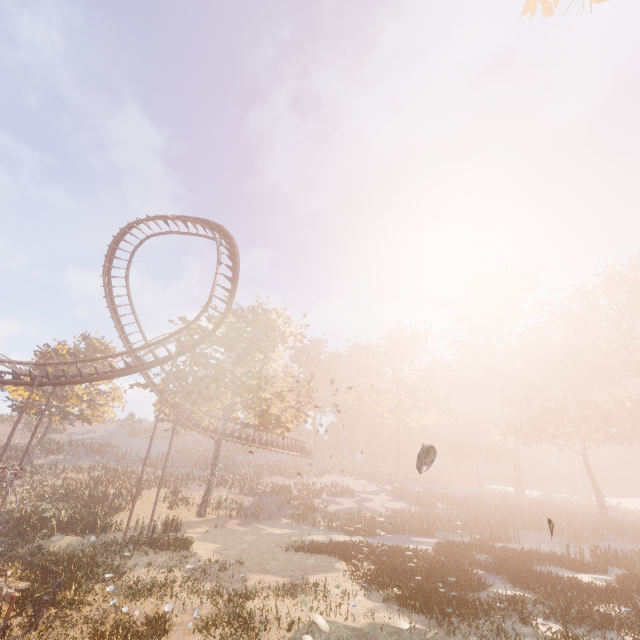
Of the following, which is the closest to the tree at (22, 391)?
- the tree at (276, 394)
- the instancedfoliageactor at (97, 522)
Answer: the tree at (276, 394)

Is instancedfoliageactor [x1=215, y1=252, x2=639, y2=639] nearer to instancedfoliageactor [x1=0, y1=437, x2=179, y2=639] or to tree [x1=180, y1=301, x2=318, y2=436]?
tree [x1=180, y1=301, x2=318, y2=436]

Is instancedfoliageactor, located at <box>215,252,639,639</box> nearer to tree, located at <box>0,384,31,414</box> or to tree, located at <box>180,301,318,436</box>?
tree, located at <box>180,301,318,436</box>

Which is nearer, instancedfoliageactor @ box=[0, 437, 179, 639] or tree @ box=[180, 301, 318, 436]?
instancedfoliageactor @ box=[0, 437, 179, 639]

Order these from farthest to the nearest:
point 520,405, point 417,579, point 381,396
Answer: point 381,396 → point 520,405 → point 417,579

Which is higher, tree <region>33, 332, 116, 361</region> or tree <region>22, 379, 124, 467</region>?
tree <region>33, 332, 116, 361</region>

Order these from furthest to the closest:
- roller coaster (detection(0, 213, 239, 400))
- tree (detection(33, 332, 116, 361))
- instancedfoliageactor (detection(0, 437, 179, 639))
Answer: tree (detection(33, 332, 116, 361)) < roller coaster (detection(0, 213, 239, 400)) < instancedfoliageactor (detection(0, 437, 179, 639))

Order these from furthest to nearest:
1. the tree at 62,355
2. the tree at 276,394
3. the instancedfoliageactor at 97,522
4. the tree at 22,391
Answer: the tree at 62,355 < the tree at 22,391 < the tree at 276,394 < the instancedfoliageactor at 97,522
